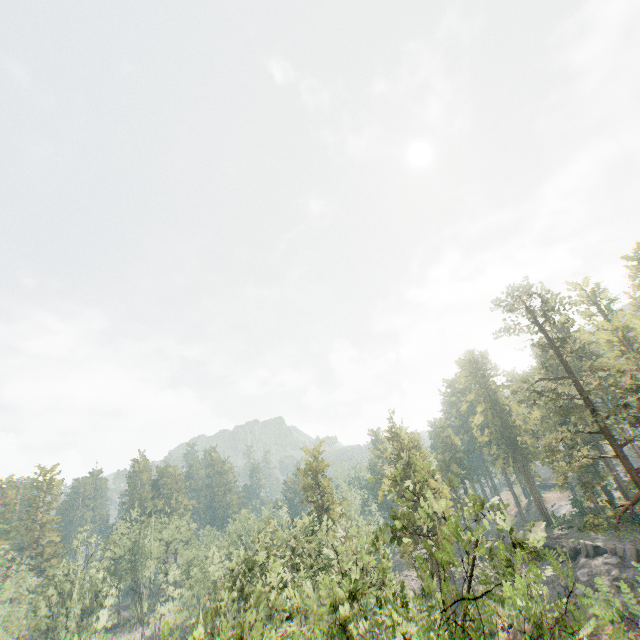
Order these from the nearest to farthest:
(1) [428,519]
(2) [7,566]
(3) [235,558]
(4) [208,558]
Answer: (1) [428,519]
(3) [235,558]
(2) [7,566]
(4) [208,558]

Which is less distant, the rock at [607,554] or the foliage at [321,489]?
the foliage at [321,489]

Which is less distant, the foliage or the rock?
the foliage

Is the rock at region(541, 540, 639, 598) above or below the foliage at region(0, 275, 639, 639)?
below

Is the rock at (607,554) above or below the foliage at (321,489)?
below
